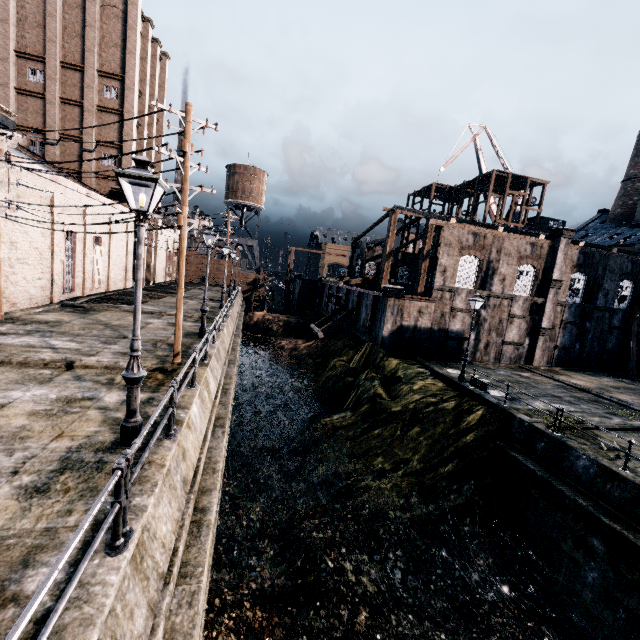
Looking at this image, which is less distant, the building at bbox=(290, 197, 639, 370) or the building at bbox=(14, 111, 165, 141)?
the building at bbox=(290, 197, 639, 370)

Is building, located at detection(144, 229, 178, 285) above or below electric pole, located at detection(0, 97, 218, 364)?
below

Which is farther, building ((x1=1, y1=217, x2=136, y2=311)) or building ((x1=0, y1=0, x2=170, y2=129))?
building ((x1=0, y1=0, x2=170, y2=129))

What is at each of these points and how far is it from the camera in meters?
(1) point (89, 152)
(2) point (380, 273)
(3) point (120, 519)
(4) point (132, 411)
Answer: (1) building, 32.3 m
(2) building, 41.4 m
(3) metal railing, 4.2 m
(4) street light, 6.8 m

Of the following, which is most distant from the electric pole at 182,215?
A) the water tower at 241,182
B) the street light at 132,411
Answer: the water tower at 241,182

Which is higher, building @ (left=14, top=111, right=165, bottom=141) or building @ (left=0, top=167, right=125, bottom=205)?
building @ (left=14, top=111, right=165, bottom=141)

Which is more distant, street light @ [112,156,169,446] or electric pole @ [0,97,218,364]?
electric pole @ [0,97,218,364]

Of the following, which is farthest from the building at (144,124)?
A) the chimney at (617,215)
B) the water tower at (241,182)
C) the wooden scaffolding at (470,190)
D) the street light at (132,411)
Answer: the chimney at (617,215)
